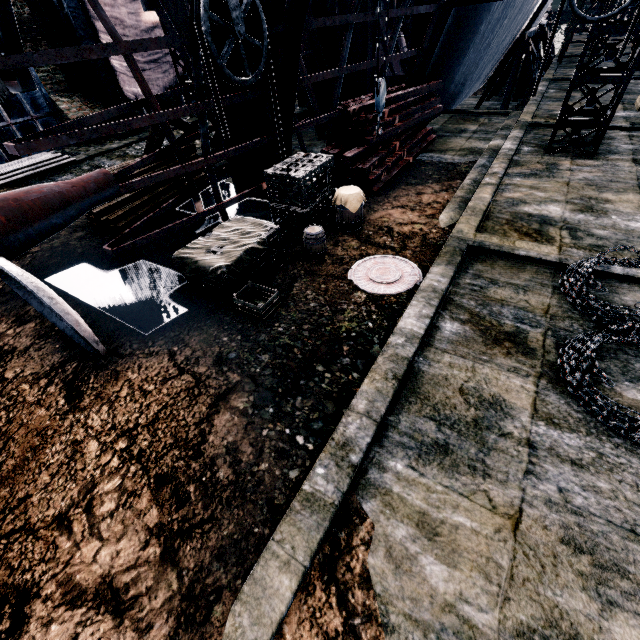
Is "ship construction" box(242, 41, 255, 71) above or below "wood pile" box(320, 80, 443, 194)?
above

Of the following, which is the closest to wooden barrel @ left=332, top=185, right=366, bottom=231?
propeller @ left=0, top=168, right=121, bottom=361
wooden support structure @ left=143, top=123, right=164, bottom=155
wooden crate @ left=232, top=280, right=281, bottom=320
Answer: wooden crate @ left=232, top=280, right=281, bottom=320

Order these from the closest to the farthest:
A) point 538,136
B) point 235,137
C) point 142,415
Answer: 1. point 142,415
2. point 235,137
3. point 538,136

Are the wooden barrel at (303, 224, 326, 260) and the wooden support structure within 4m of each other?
no

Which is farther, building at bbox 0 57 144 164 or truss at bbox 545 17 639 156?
building at bbox 0 57 144 164

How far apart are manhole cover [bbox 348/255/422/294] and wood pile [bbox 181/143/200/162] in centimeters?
729cm

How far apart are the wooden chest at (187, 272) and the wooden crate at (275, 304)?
0.2m

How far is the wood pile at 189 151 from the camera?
12.0m
